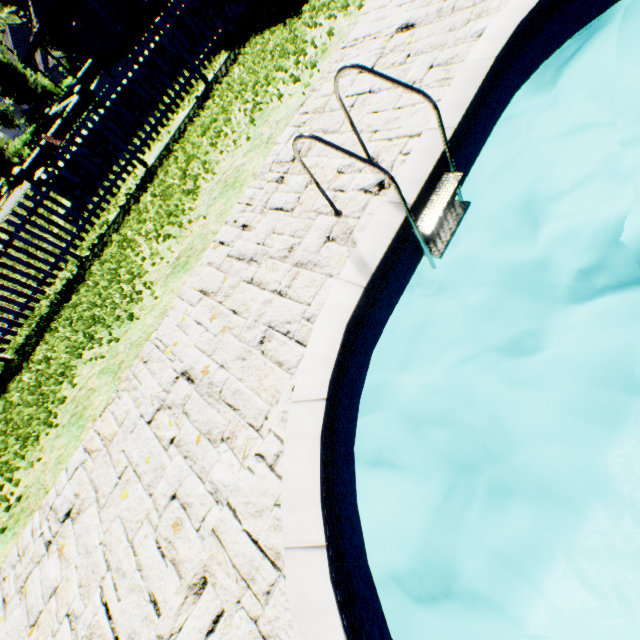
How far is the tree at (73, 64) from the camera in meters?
25.4 m

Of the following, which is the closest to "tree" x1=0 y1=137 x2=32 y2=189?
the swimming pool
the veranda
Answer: the veranda

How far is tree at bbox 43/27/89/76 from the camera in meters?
25.4

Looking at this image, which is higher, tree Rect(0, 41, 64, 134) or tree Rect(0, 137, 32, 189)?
tree Rect(0, 41, 64, 134)

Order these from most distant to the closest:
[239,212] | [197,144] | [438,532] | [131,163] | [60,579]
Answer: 1. [131,163]
2. [197,144]
3. [239,212]
4. [438,532]
5. [60,579]

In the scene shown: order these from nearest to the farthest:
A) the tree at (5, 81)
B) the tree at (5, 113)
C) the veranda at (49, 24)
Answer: the veranda at (49, 24) < the tree at (5, 81) < the tree at (5, 113)

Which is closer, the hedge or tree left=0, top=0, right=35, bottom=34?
tree left=0, top=0, right=35, bottom=34

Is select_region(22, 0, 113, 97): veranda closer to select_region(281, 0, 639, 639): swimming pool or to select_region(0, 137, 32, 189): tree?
select_region(0, 137, 32, 189): tree
